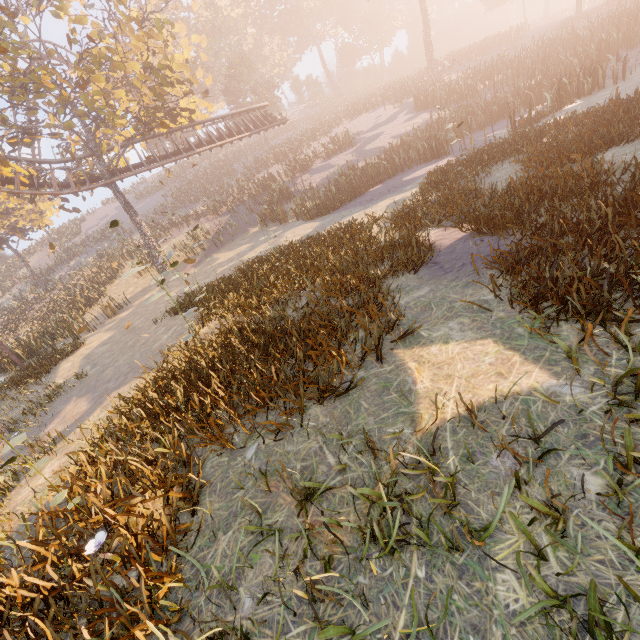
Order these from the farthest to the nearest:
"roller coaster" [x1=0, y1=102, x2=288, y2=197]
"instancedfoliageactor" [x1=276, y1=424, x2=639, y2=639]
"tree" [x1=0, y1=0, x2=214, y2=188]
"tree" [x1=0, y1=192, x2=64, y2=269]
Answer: "tree" [x1=0, y1=192, x2=64, y2=269] → "roller coaster" [x1=0, y1=102, x2=288, y2=197] → "tree" [x1=0, y1=0, x2=214, y2=188] → "instancedfoliageactor" [x1=276, y1=424, x2=639, y2=639]

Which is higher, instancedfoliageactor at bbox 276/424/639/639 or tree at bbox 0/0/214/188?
tree at bbox 0/0/214/188

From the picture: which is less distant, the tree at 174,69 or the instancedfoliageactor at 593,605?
the instancedfoliageactor at 593,605

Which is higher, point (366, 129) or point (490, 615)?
point (366, 129)

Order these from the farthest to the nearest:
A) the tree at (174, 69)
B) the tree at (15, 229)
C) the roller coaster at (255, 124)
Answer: the tree at (15, 229), the roller coaster at (255, 124), the tree at (174, 69)

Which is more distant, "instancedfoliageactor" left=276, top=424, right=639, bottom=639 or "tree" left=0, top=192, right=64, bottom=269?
"tree" left=0, top=192, right=64, bottom=269

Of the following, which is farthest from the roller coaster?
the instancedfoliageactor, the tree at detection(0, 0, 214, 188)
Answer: the instancedfoliageactor
